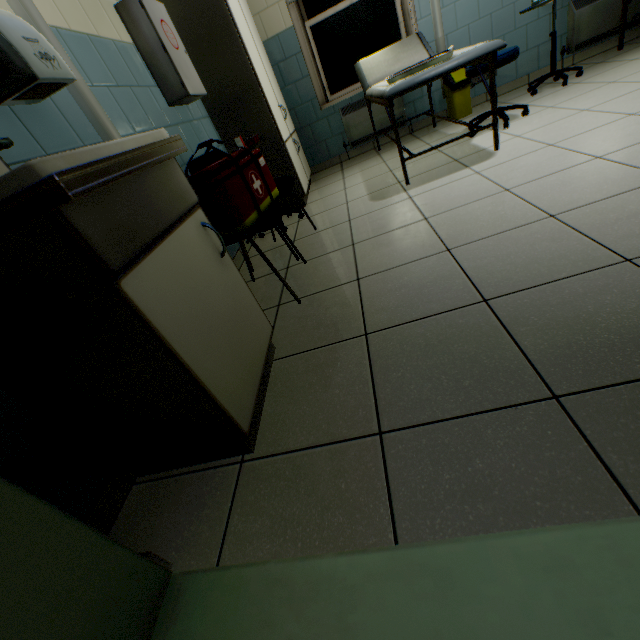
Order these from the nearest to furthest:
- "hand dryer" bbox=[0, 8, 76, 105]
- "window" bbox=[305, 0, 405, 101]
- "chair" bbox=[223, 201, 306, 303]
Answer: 1. "hand dryer" bbox=[0, 8, 76, 105]
2. "chair" bbox=[223, 201, 306, 303]
3. "window" bbox=[305, 0, 405, 101]

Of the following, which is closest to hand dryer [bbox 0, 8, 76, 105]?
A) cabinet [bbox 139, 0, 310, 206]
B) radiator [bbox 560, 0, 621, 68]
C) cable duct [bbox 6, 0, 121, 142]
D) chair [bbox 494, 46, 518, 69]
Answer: cable duct [bbox 6, 0, 121, 142]

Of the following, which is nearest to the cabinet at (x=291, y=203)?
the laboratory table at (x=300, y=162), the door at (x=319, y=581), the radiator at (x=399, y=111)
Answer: the laboratory table at (x=300, y=162)

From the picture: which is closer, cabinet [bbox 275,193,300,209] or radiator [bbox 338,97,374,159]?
cabinet [bbox 275,193,300,209]

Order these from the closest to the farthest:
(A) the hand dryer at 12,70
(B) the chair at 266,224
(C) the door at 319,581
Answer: (C) the door at 319,581 < (A) the hand dryer at 12,70 < (B) the chair at 266,224

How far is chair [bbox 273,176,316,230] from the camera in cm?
224

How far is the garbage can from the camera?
3.7 meters

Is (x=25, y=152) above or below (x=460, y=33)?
above
